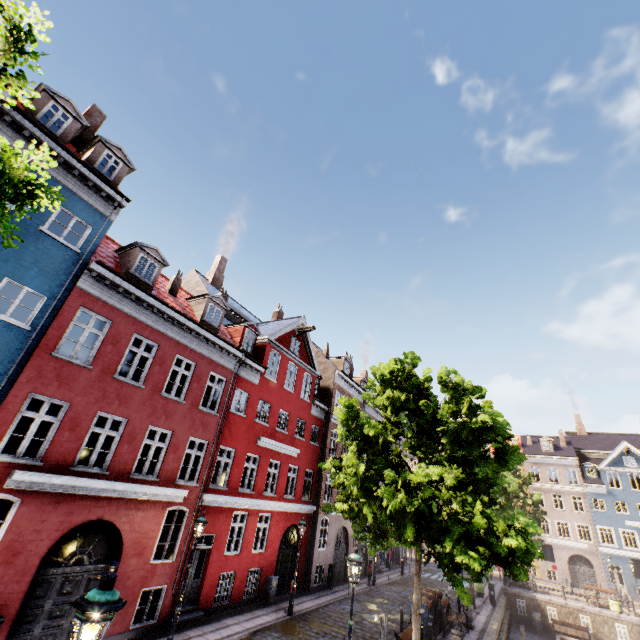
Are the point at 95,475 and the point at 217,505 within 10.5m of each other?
yes

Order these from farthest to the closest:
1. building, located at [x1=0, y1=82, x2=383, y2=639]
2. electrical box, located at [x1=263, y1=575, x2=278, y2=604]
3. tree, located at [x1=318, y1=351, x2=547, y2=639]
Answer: electrical box, located at [x1=263, y1=575, x2=278, y2=604]
building, located at [x1=0, y1=82, x2=383, y2=639]
tree, located at [x1=318, y1=351, x2=547, y2=639]

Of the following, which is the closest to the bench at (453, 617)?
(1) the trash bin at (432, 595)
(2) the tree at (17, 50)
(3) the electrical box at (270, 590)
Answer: (1) the trash bin at (432, 595)

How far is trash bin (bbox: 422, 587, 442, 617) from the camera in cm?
1548

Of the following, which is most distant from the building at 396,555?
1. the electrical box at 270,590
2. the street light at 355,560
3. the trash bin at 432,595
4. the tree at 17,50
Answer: the trash bin at 432,595

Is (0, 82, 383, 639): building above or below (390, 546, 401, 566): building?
above

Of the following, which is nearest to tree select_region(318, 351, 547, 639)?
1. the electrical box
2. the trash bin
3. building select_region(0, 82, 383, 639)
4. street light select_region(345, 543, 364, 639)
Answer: street light select_region(345, 543, 364, 639)

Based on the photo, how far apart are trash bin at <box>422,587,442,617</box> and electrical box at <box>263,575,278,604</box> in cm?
730
